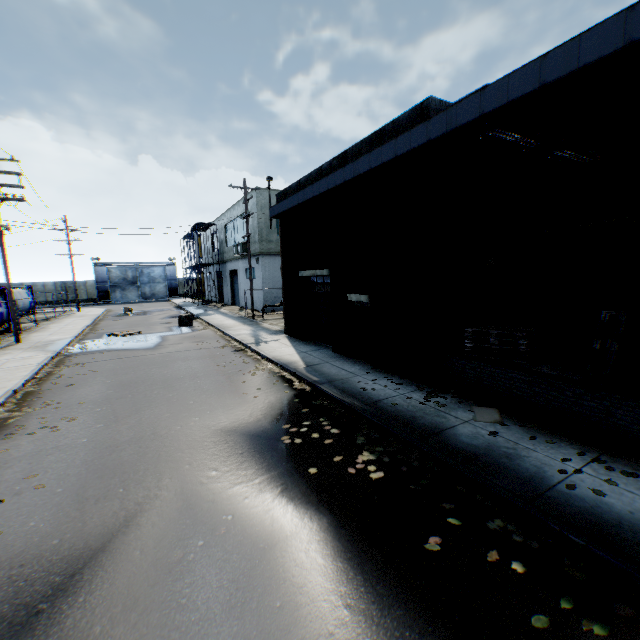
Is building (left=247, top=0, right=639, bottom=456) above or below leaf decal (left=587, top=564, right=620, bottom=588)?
above

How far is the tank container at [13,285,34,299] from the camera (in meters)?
28.90

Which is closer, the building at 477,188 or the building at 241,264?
the building at 477,188

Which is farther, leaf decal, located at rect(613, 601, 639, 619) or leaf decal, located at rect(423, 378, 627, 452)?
leaf decal, located at rect(423, 378, 627, 452)

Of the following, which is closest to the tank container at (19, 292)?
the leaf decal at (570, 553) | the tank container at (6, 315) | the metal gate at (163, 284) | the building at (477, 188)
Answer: the tank container at (6, 315)

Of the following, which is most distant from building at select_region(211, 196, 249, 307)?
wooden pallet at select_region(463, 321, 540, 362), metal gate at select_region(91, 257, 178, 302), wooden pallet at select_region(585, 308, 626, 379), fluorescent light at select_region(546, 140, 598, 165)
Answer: wooden pallet at select_region(585, 308, 626, 379)

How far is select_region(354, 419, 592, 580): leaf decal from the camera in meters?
3.6 m

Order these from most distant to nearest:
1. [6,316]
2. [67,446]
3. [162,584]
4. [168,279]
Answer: [168,279]
[6,316]
[67,446]
[162,584]
